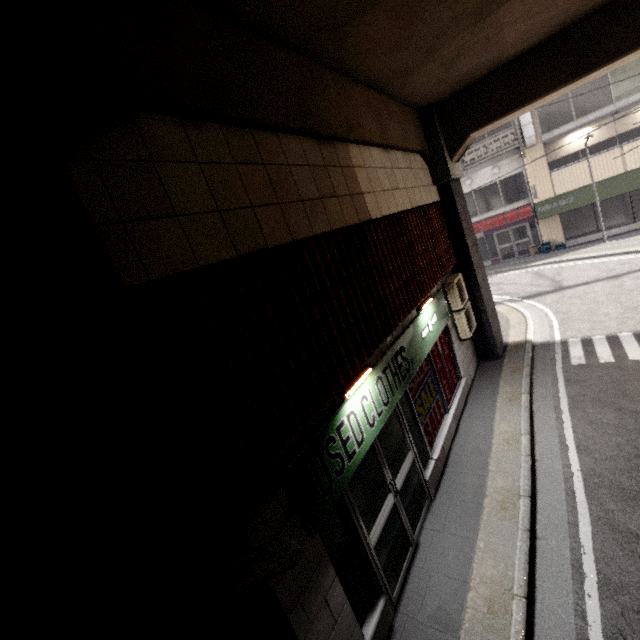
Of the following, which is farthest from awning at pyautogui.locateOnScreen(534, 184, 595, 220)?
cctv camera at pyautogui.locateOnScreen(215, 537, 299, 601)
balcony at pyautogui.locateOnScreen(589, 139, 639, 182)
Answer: cctv camera at pyautogui.locateOnScreen(215, 537, 299, 601)

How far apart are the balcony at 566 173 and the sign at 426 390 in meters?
17.6 m

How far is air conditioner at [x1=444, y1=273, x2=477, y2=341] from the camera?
8.0 meters

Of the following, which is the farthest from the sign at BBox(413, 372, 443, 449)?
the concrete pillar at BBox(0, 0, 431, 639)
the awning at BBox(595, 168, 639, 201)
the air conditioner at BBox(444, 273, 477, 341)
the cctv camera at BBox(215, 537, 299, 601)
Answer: the awning at BBox(595, 168, 639, 201)

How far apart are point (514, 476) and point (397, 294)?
3.64m

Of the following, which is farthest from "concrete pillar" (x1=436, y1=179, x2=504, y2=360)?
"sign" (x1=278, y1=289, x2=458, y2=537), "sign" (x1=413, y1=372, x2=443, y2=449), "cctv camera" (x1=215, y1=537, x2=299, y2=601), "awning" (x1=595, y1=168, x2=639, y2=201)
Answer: "awning" (x1=595, y1=168, x2=639, y2=201)

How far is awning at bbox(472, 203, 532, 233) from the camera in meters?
19.1 m

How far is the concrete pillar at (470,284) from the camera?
8.55m
